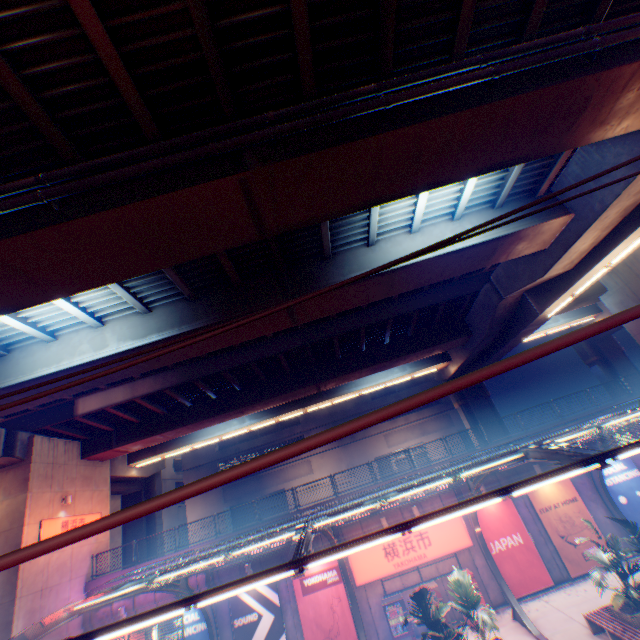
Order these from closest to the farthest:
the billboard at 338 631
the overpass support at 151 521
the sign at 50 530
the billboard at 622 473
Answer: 1. the billboard at 338 631
2. the sign at 50 530
3. the billboard at 622 473
4. the overpass support at 151 521

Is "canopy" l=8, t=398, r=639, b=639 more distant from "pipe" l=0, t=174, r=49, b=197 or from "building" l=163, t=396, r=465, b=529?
"building" l=163, t=396, r=465, b=529

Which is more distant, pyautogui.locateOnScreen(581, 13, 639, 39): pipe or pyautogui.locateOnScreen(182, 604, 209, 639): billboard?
pyautogui.locateOnScreen(182, 604, 209, 639): billboard

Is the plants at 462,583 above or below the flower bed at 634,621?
above

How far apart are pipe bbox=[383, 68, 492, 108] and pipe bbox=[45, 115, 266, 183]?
0.3 meters

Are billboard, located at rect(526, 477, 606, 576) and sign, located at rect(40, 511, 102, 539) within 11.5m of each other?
no

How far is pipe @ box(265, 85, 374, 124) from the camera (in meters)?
7.01

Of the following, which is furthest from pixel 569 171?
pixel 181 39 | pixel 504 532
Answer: pixel 504 532
